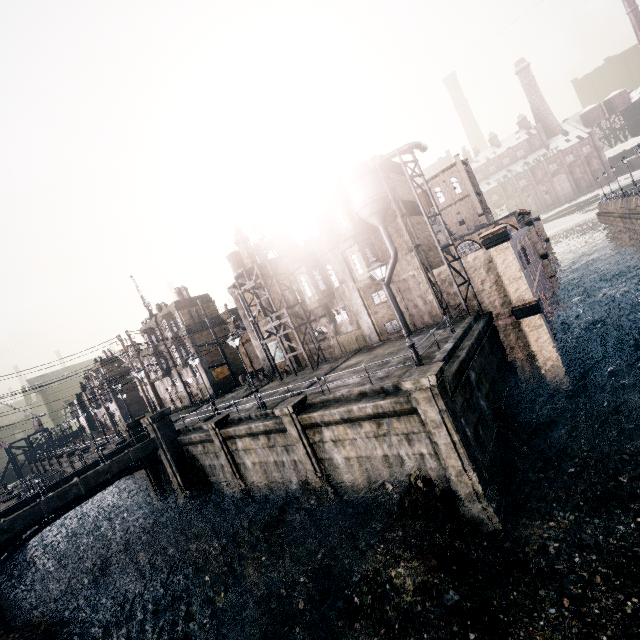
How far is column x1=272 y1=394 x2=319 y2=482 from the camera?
18.4m

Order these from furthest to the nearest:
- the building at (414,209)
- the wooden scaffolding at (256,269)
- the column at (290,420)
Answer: the wooden scaffolding at (256,269) < the building at (414,209) < the column at (290,420)

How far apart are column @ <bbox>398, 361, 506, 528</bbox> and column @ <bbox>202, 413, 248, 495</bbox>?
15.5 meters

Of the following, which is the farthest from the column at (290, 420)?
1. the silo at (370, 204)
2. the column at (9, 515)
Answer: the column at (9, 515)

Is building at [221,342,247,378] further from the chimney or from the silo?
the silo

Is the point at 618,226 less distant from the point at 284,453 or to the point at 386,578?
the point at 284,453

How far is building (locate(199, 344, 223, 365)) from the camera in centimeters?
4362cm

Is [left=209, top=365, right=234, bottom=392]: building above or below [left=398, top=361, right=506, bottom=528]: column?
above
